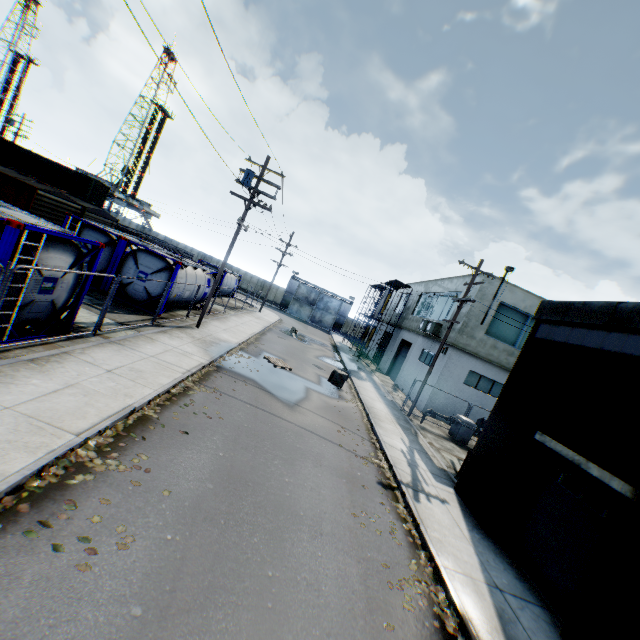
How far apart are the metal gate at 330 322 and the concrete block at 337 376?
35.4m

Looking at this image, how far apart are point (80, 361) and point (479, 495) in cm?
1226

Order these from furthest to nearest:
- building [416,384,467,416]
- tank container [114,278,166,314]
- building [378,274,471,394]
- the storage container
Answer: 1. the storage container
2. building [378,274,471,394]
3. building [416,384,467,416]
4. tank container [114,278,166,314]

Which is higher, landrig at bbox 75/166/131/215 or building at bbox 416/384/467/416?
landrig at bbox 75/166/131/215

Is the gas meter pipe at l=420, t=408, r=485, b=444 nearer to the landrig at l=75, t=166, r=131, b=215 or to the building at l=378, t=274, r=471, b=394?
the building at l=378, t=274, r=471, b=394

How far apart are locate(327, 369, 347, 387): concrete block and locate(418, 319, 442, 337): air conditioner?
7.3 meters

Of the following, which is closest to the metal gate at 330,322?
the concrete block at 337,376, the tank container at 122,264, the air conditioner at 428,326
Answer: the air conditioner at 428,326

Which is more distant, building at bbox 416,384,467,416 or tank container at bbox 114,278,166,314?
building at bbox 416,384,467,416
